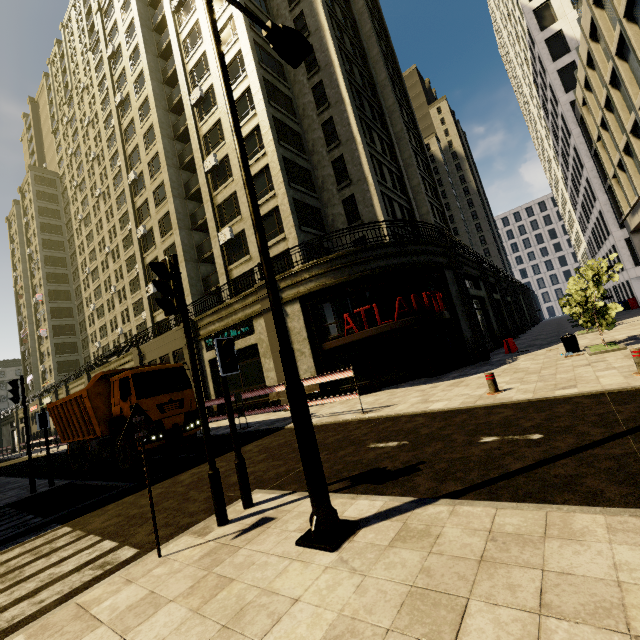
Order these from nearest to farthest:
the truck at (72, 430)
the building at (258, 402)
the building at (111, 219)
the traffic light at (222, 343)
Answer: the traffic light at (222, 343), the truck at (72, 430), the building at (258, 402), the building at (111, 219)

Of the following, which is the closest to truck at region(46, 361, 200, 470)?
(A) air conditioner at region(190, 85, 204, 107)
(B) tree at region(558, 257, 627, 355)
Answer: (B) tree at region(558, 257, 627, 355)

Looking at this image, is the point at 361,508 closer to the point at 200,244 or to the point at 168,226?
the point at 200,244

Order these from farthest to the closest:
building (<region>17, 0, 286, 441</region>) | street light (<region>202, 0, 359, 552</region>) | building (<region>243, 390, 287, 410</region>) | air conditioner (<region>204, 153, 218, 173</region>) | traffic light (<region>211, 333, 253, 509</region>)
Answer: air conditioner (<region>204, 153, 218, 173</region>)
building (<region>17, 0, 286, 441</region>)
building (<region>243, 390, 287, 410</region>)
traffic light (<region>211, 333, 253, 509</region>)
street light (<region>202, 0, 359, 552</region>)

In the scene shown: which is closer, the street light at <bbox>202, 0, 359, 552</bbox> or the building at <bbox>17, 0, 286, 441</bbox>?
the street light at <bbox>202, 0, 359, 552</bbox>

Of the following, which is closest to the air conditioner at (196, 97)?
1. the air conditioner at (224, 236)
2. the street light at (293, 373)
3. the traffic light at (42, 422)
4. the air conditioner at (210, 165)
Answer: the air conditioner at (210, 165)

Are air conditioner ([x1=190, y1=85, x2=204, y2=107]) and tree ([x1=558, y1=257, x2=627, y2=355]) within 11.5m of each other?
no

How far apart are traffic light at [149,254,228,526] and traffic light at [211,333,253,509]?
0.3m
